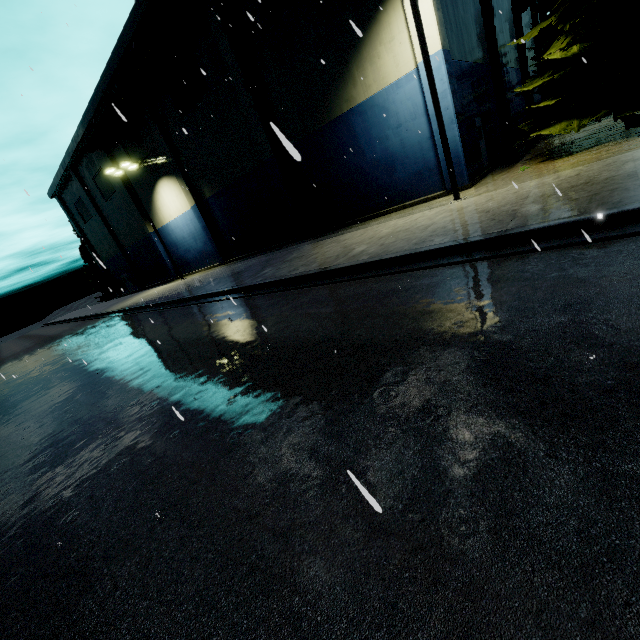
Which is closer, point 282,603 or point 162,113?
point 282,603

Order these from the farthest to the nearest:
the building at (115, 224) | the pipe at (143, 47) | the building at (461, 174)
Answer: the pipe at (143, 47) → the building at (115, 224) → the building at (461, 174)

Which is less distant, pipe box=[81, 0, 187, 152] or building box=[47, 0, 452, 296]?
building box=[47, 0, 452, 296]

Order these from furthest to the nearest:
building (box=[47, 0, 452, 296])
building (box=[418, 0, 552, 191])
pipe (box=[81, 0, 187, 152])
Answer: pipe (box=[81, 0, 187, 152]), building (box=[47, 0, 452, 296]), building (box=[418, 0, 552, 191])

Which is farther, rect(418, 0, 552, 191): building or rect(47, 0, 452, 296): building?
rect(47, 0, 452, 296): building

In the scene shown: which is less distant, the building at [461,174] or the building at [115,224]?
the building at [461,174]

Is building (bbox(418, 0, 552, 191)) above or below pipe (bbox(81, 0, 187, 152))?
below
